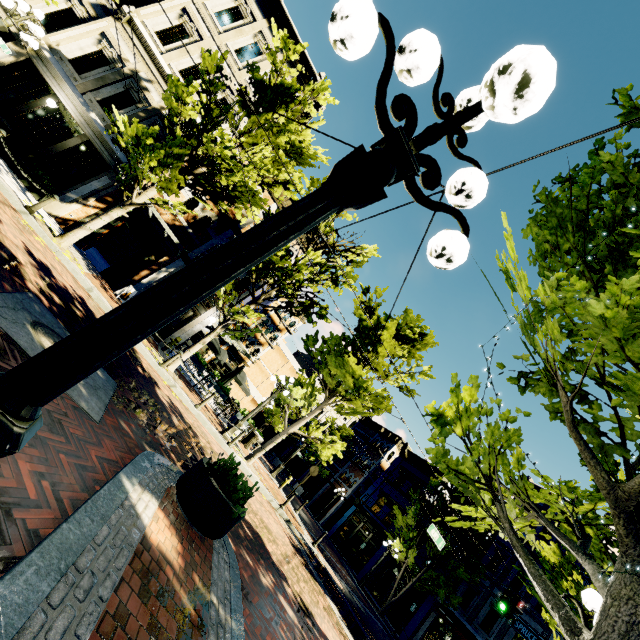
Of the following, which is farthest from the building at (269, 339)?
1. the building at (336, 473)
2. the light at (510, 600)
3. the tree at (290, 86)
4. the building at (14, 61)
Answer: the light at (510, 600)

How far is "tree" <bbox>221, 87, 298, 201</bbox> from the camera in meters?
11.0 m

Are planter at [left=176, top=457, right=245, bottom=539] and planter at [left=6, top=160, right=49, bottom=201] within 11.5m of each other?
no

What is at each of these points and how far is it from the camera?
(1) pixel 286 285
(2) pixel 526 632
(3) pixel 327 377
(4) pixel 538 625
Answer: (1) tree, 13.33m
(2) sign, 13.52m
(3) tree, 14.51m
(4) building, 18.20m

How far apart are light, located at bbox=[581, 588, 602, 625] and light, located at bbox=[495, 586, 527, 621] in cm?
1114

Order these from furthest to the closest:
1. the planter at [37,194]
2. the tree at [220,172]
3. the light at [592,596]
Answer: the planter at [37,194] < the tree at [220,172] < the light at [592,596]

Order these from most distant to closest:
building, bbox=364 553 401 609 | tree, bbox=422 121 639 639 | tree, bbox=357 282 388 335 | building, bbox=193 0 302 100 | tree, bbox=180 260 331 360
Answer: building, bbox=364 553 401 609
building, bbox=193 0 302 100
tree, bbox=357 282 388 335
tree, bbox=180 260 331 360
tree, bbox=422 121 639 639

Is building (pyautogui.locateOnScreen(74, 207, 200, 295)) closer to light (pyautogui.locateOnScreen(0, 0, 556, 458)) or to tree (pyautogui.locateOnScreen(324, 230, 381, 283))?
tree (pyautogui.locateOnScreen(324, 230, 381, 283))
